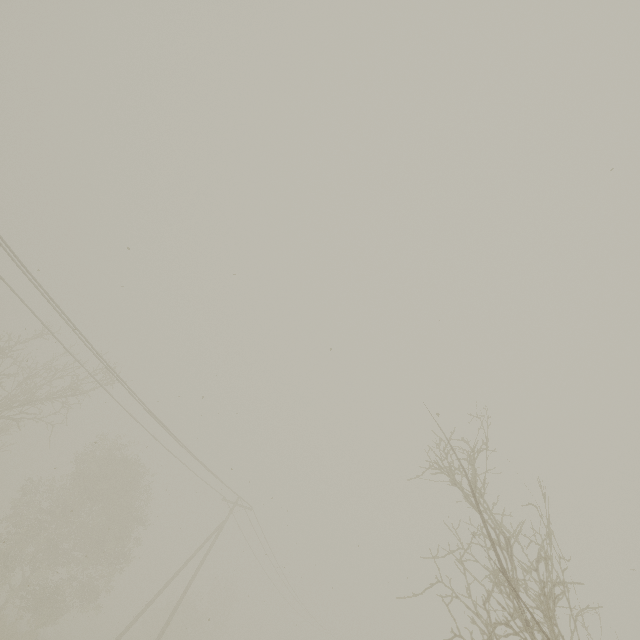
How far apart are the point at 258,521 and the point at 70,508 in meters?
14.4 m
